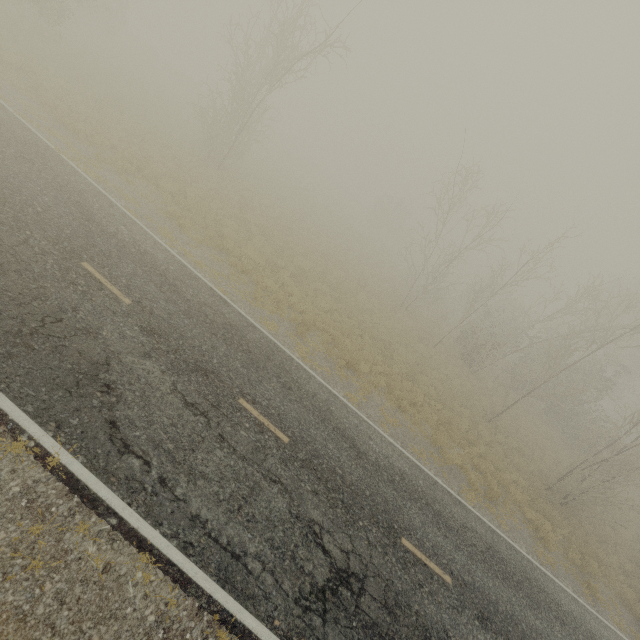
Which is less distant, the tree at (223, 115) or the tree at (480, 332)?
the tree at (480, 332)

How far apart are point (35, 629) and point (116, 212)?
11.80m

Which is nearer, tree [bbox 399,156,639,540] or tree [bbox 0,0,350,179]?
tree [bbox 399,156,639,540]
